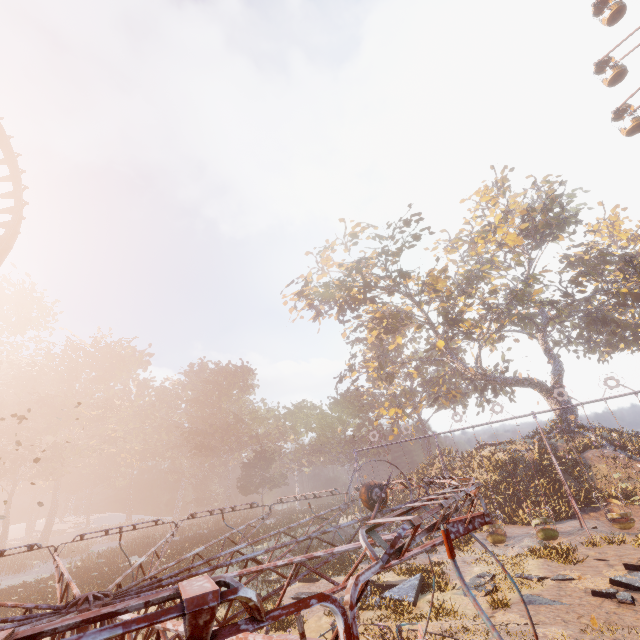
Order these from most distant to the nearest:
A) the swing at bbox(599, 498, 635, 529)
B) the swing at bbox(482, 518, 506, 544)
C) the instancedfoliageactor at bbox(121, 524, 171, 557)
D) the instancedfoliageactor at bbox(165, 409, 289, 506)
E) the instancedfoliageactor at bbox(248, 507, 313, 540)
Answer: the instancedfoliageactor at bbox(165, 409, 289, 506), the instancedfoliageactor at bbox(121, 524, 171, 557), the instancedfoliageactor at bbox(248, 507, 313, 540), the swing at bbox(482, 518, 506, 544), the swing at bbox(599, 498, 635, 529)

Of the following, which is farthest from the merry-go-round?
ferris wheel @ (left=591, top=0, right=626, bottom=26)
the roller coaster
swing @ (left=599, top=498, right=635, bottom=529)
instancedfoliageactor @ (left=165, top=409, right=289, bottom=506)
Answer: ferris wheel @ (left=591, top=0, right=626, bottom=26)

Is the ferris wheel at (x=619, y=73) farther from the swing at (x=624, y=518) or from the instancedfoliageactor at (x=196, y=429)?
the instancedfoliageactor at (x=196, y=429)

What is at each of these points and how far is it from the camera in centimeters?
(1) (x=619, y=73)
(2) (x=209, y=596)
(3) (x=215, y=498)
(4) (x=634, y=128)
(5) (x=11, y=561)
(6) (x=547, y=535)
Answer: (1) ferris wheel, 2931cm
(2) merry-go-round, 88cm
(3) instancedfoliageactor, 5906cm
(4) ferris wheel, 2845cm
(5) instancedfoliageactor, 3700cm
(6) swing, 1602cm

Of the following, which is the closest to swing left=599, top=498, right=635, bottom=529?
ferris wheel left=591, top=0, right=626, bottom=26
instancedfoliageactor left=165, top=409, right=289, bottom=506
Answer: ferris wheel left=591, top=0, right=626, bottom=26

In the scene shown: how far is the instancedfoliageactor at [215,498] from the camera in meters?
57.7

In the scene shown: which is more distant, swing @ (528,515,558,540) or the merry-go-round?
swing @ (528,515,558,540)

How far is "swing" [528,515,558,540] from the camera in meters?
16.0 m
